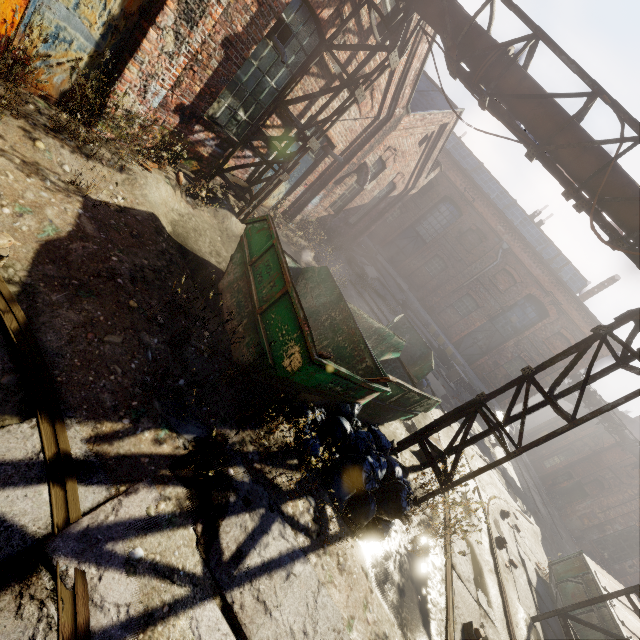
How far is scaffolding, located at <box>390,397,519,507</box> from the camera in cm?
587

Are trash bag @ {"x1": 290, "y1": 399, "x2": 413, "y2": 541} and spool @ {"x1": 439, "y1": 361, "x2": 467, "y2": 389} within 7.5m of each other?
→ no

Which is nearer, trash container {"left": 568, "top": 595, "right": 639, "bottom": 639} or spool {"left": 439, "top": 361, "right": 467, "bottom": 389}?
trash container {"left": 568, "top": 595, "right": 639, "bottom": 639}

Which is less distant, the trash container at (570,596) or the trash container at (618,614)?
the trash container at (618,614)

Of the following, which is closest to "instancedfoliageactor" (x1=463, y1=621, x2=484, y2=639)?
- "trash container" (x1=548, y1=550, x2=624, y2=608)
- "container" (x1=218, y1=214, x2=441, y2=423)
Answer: "container" (x1=218, y1=214, x2=441, y2=423)

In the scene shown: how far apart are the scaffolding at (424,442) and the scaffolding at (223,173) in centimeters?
638cm

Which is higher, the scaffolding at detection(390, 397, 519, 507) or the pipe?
the pipe

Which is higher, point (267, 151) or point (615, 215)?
point (615, 215)
